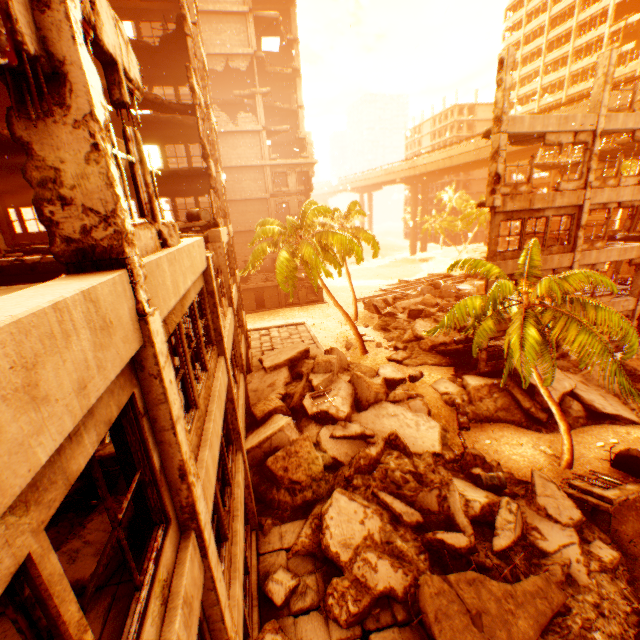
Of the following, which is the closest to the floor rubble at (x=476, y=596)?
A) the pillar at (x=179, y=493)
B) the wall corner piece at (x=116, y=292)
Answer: the pillar at (x=179, y=493)

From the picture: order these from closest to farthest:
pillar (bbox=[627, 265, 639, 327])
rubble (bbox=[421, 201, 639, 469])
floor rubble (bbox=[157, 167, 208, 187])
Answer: rubble (bbox=[421, 201, 639, 469]) → floor rubble (bbox=[157, 167, 208, 187]) → pillar (bbox=[627, 265, 639, 327])

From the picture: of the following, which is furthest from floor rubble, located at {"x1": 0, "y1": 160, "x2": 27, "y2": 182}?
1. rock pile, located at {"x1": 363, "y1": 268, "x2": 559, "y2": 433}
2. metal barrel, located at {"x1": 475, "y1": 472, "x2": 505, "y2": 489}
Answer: metal barrel, located at {"x1": 475, "y1": 472, "x2": 505, "y2": 489}

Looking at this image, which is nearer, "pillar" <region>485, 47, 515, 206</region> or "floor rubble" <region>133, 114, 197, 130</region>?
"pillar" <region>485, 47, 515, 206</region>

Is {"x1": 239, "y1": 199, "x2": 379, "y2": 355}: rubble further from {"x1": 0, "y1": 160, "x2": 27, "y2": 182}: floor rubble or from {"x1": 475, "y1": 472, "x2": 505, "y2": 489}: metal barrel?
{"x1": 0, "y1": 160, "x2": 27, "y2": 182}: floor rubble

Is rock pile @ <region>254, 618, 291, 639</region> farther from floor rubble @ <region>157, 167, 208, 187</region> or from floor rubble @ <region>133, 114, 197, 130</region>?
floor rubble @ <region>133, 114, 197, 130</region>

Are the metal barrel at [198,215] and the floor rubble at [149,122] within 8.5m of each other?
yes

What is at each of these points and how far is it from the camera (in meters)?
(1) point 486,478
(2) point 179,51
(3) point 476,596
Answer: (1) metal barrel, 11.23
(2) floor rubble, 16.34
(3) floor rubble, 7.59
